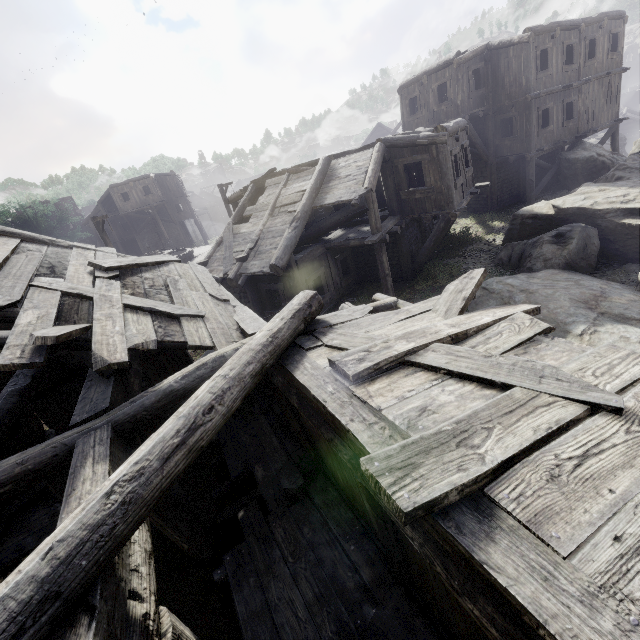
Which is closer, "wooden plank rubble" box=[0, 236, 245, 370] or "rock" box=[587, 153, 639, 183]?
"wooden plank rubble" box=[0, 236, 245, 370]

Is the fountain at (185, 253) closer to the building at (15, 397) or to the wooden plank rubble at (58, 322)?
the building at (15, 397)

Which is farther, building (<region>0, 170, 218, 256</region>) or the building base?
building (<region>0, 170, 218, 256</region>)

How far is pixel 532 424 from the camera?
2.4 meters

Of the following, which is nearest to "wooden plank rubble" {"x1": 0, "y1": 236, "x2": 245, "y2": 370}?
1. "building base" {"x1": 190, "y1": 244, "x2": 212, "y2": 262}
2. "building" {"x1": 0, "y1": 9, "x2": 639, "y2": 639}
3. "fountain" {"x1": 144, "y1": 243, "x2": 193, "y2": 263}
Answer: "building" {"x1": 0, "y1": 9, "x2": 639, "y2": 639}

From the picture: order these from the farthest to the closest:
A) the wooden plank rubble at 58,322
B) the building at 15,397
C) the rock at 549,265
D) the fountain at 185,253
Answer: the fountain at 185,253 < the rock at 549,265 < the wooden plank rubble at 58,322 < the building at 15,397

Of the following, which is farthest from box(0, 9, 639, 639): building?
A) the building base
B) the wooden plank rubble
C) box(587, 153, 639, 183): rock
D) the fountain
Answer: the fountain

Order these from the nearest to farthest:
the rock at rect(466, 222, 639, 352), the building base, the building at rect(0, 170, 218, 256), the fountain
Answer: the rock at rect(466, 222, 639, 352), the fountain, the building base, the building at rect(0, 170, 218, 256)
